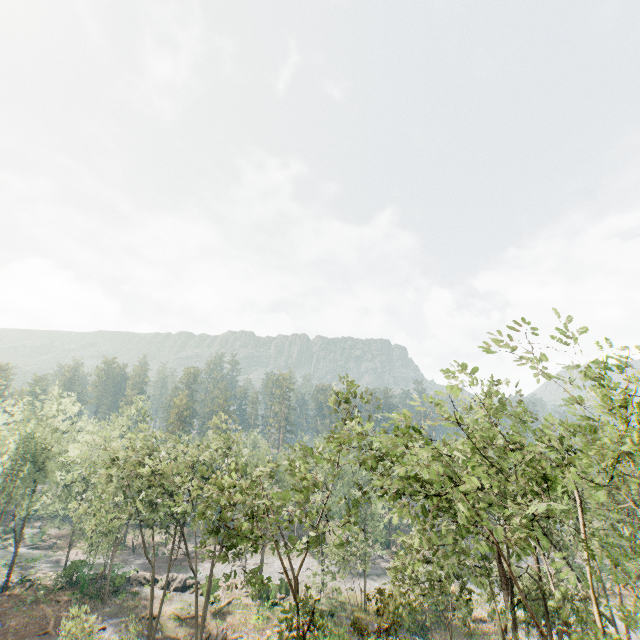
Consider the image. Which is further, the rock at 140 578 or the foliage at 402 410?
the rock at 140 578

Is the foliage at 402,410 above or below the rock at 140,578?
above

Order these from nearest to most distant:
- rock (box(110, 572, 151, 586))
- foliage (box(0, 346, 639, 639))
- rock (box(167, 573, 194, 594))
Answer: foliage (box(0, 346, 639, 639)), rock (box(110, 572, 151, 586)), rock (box(167, 573, 194, 594))

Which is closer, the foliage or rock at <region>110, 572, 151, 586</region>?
the foliage

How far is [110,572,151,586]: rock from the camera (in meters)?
39.14

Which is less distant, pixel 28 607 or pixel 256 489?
pixel 256 489
